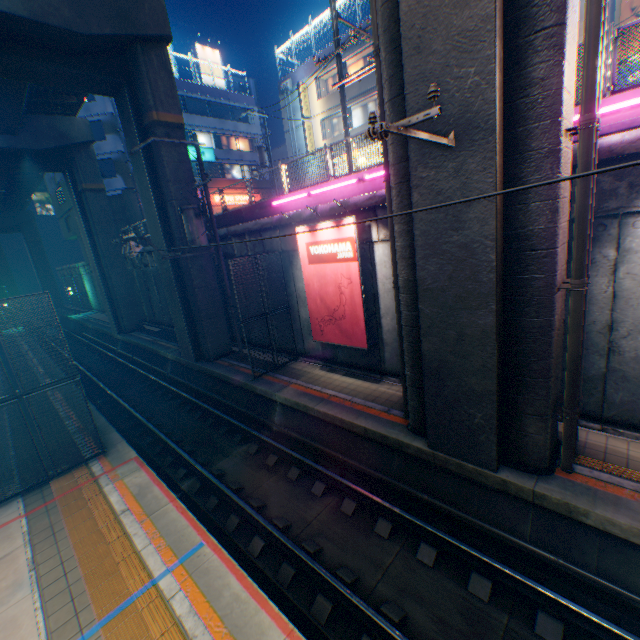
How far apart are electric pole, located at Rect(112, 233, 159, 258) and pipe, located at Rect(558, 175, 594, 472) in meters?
11.8

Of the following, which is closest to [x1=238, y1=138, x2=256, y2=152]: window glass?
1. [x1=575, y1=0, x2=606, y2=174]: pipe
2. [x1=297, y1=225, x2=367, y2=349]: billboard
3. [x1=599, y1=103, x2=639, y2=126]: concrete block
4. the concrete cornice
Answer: [x1=599, y1=103, x2=639, y2=126]: concrete block

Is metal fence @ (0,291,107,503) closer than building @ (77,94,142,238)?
Yes

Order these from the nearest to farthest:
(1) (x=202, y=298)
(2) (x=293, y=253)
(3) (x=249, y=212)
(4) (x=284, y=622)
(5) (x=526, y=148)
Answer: (4) (x=284, y=622) < (5) (x=526, y=148) < (2) (x=293, y=253) < (3) (x=249, y=212) < (1) (x=202, y=298)

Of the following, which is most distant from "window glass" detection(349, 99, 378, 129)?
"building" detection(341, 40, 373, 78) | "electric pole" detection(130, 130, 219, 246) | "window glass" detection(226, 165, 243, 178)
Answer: "electric pole" detection(130, 130, 219, 246)

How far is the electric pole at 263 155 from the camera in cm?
2687

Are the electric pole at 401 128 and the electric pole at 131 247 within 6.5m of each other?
no

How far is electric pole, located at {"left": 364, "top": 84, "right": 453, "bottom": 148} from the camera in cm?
407
